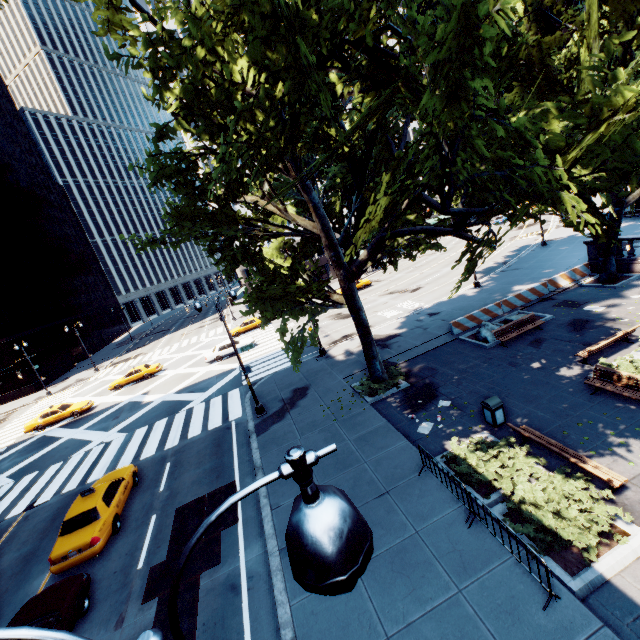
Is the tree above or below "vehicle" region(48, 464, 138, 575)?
above

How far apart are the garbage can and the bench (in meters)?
0.91

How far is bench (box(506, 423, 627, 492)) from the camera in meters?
8.1 m

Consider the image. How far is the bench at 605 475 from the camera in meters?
8.1 m

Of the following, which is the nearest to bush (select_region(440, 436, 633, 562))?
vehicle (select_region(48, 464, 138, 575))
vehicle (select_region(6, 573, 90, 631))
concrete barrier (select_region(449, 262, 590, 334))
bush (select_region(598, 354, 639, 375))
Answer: bush (select_region(598, 354, 639, 375))

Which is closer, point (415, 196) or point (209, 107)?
point (415, 196)

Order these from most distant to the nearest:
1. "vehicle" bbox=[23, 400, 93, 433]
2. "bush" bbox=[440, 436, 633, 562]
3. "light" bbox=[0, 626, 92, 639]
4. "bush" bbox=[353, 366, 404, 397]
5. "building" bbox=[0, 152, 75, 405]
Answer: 1. "building" bbox=[0, 152, 75, 405]
2. "vehicle" bbox=[23, 400, 93, 433]
3. "bush" bbox=[353, 366, 404, 397]
4. "bush" bbox=[440, 436, 633, 562]
5. "light" bbox=[0, 626, 92, 639]

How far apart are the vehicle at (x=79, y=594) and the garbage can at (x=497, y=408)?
14.4 meters
